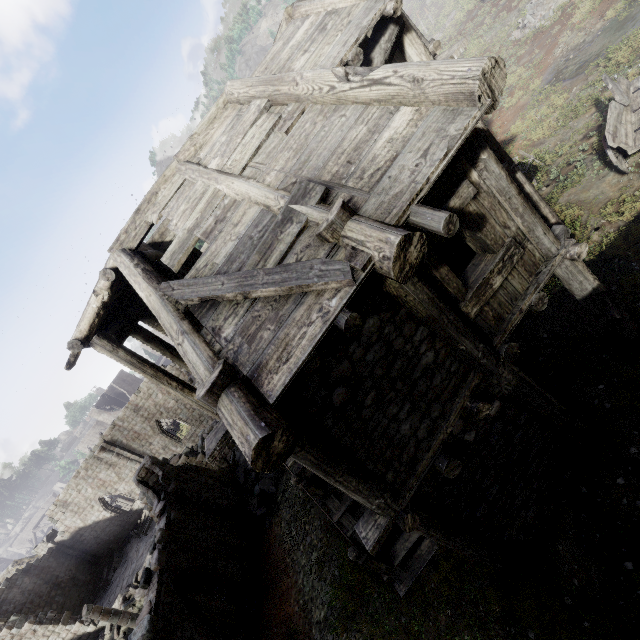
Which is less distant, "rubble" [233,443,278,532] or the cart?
the cart

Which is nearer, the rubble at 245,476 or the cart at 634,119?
the cart at 634,119

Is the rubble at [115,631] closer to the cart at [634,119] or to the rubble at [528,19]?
the cart at [634,119]

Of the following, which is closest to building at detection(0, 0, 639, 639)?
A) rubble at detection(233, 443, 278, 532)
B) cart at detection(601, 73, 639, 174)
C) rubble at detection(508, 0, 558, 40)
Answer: rubble at detection(233, 443, 278, 532)

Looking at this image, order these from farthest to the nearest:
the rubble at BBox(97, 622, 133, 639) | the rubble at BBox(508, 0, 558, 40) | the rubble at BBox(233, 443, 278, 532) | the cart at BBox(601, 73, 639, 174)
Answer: the rubble at BBox(97, 622, 133, 639), the rubble at BBox(508, 0, 558, 40), the rubble at BBox(233, 443, 278, 532), the cart at BBox(601, 73, 639, 174)

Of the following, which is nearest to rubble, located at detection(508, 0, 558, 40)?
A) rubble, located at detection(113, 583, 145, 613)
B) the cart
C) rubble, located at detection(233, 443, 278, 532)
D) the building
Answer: the building

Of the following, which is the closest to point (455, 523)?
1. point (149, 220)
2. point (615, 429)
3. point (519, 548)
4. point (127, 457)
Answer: point (519, 548)

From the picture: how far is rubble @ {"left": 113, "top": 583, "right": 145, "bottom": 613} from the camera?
19.28m
